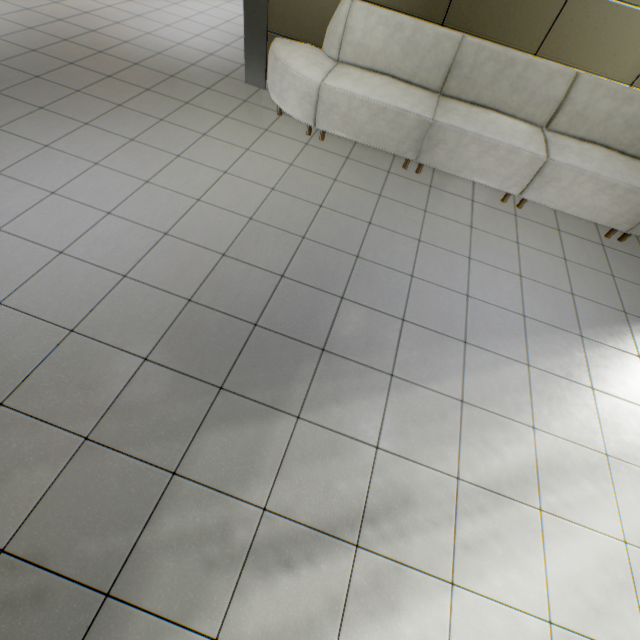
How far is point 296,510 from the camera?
1.65m
